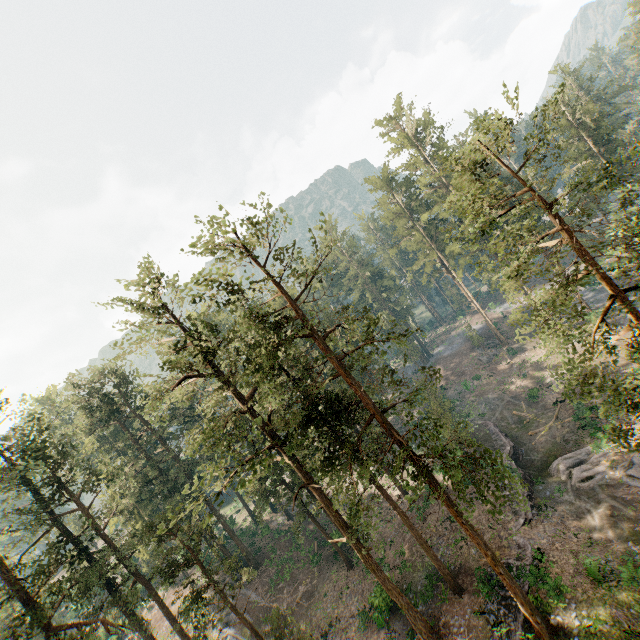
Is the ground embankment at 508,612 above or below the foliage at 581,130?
below

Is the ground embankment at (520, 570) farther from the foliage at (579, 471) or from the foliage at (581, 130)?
the foliage at (579, 471)

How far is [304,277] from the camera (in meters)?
22.66

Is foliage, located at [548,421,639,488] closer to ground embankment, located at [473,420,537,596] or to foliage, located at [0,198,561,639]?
ground embankment, located at [473,420,537,596]

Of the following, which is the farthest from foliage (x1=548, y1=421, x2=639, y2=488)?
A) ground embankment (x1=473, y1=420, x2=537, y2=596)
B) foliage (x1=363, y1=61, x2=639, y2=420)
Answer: foliage (x1=363, y1=61, x2=639, y2=420)

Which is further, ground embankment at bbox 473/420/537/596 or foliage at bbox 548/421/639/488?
ground embankment at bbox 473/420/537/596

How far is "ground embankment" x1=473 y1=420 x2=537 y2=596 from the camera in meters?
21.8 m

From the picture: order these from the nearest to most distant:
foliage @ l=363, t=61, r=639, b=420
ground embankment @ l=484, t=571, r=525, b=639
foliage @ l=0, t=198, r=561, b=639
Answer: foliage @ l=363, t=61, r=639, b=420 < foliage @ l=0, t=198, r=561, b=639 < ground embankment @ l=484, t=571, r=525, b=639
